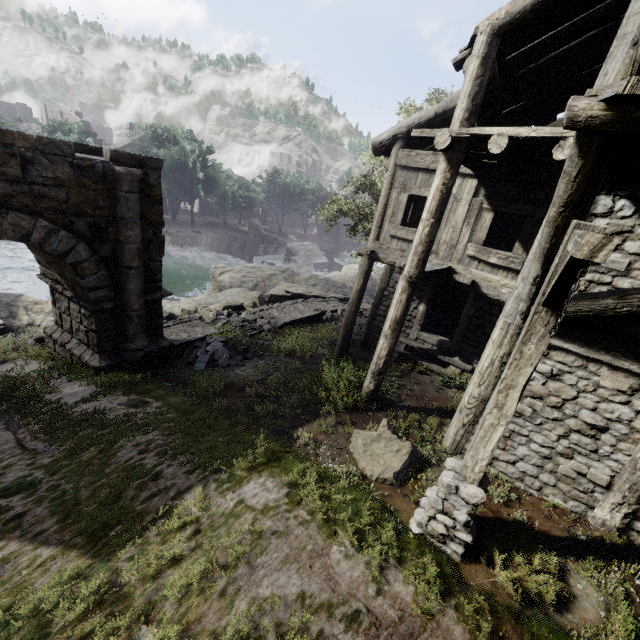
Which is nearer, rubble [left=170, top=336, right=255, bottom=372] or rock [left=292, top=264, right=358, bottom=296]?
rubble [left=170, top=336, right=255, bottom=372]

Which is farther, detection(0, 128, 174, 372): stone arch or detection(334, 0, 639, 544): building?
detection(0, 128, 174, 372): stone arch

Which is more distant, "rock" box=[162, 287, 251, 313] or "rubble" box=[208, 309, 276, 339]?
"rock" box=[162, 287, 251, 313]

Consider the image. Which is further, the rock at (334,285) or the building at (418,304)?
the rock at (334,285)

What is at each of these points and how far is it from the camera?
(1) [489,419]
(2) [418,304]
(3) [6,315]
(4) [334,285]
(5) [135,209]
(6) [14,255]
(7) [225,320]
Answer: (1) wooden lamp post, 4.2 meters
(2) building, 12.0 meters
(3) rock, 14.2 meters
(4) rock, 25.6 meters
(5) stone arch, 8.2 meters
(6) rubble, 24.8 meters
(7) rubble, 14.0 meters

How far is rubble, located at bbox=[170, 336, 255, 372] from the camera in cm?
1048

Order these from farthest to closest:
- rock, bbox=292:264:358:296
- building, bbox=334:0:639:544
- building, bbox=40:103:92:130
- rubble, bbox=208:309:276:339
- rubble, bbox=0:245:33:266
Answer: building, bbox=40:103:92:130
rock, bbox=292:264:358:296
rubble, bbox=0:245:33:266
rubble, bbox=208:309:276:339
building, bbox=334:0:639:544

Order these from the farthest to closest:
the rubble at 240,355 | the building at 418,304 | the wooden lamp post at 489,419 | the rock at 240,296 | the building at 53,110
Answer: the building at 53,110, the rock at 240,296, the rubble at 240,355, the building at 418,304, the wooden lamp post at 489,419
